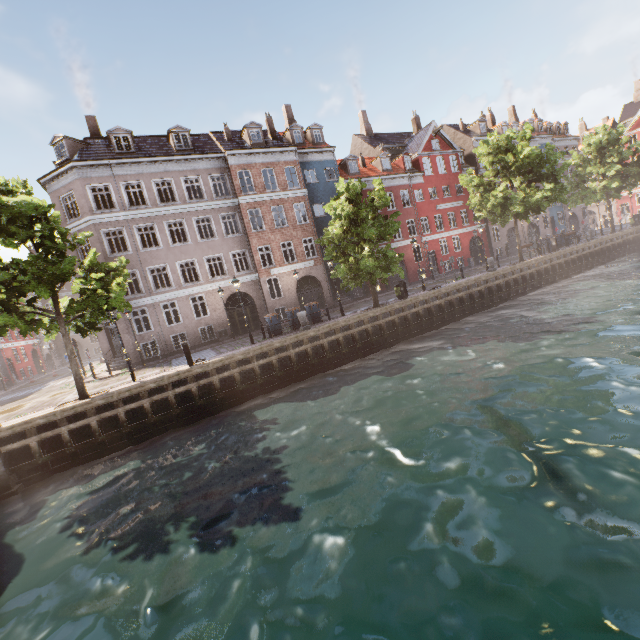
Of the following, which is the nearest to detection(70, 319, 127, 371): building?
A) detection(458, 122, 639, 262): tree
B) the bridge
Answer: detection(458, 122, 639, 262): tree

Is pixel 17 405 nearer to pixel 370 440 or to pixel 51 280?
pixel 51 280

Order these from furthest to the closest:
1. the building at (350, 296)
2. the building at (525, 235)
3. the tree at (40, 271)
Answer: the building at (525, 235), the building at (350, 296), the tree at (40, 271)

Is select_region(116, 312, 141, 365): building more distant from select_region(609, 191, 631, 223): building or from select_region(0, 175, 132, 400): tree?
select_region(609, 191, 631, 223): building

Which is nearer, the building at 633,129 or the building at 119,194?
the building at 119,194

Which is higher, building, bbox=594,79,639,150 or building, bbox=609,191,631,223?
building, bbox=594,79,639,150
